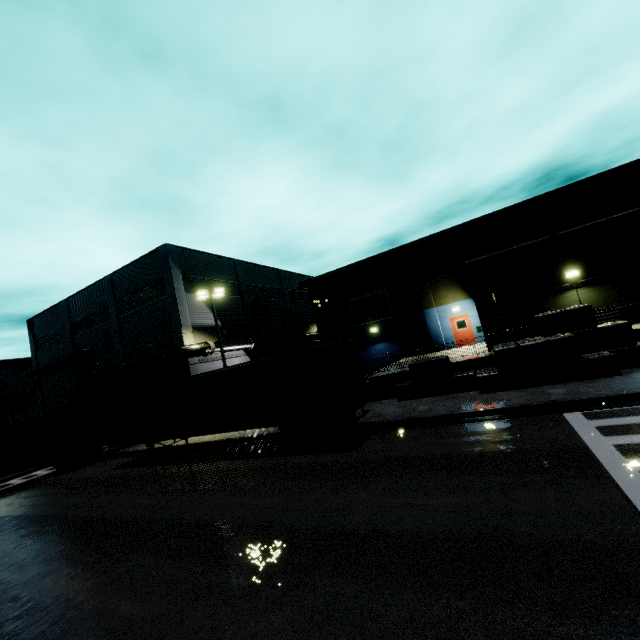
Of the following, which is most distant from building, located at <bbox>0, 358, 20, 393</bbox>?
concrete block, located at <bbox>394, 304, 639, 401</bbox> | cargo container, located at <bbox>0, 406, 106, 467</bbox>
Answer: cargo container, located at <bbox>0, 406, 106, 467</bbox>

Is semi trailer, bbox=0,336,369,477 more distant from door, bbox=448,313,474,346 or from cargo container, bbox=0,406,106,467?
door, bbox=448,313,474,346

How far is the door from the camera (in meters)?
25.16

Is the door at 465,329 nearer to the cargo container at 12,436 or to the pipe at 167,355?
the pipe at 167,355

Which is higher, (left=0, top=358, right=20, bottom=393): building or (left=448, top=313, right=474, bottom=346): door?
(left=0, top=358, right=20, bottom=393): building

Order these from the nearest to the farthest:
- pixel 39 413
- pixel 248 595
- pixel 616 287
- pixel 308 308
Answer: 1. pixel 248 595
2. pixel 616 287
3. pixel 39 413
4. pixel 308 308

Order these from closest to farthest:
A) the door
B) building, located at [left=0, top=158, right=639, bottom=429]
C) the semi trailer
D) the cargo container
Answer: the semi trailer, building, located at [left=0, top=158, right=639, bottom=429], the cargo container, the door

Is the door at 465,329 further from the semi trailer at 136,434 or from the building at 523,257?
the semi trailer at 136,434
